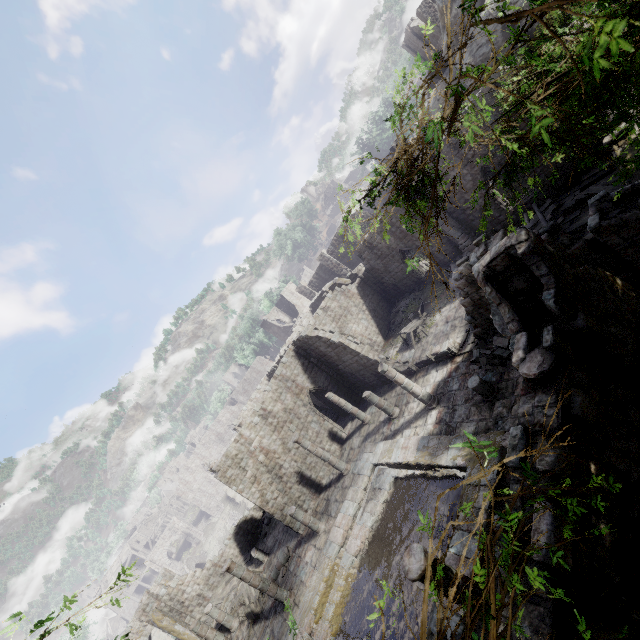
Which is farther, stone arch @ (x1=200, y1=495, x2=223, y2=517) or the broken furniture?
stone arch @ (x1=200, y1=495, x2=223, y2=517)

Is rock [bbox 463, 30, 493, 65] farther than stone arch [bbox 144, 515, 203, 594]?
No

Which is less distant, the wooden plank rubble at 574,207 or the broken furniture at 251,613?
the wooden plank rubble at 574,207

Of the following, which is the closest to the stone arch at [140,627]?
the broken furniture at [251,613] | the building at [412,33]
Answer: the broken furniture at [251,613]

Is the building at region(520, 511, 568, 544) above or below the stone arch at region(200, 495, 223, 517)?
above

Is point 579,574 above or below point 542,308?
below

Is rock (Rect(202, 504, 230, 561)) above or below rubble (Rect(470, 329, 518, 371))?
below

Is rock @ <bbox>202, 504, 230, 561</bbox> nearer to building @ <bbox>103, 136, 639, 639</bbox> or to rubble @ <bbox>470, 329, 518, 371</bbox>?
building @ <bbox>103, 136, 639, 639</bbox>
